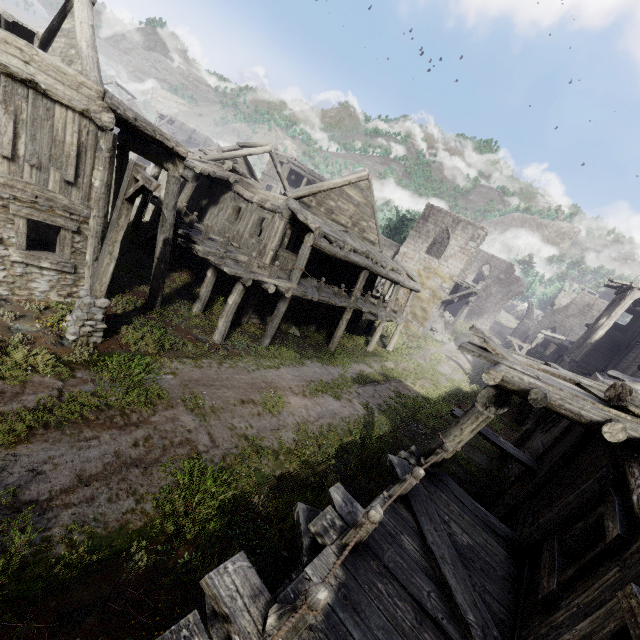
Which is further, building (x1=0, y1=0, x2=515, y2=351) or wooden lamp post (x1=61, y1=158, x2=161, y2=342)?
building (x1=0, y1=0, x2=515, y2=351)

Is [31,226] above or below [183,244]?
below

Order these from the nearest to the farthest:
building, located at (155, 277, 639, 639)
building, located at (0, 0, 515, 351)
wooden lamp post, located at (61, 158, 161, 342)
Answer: building, located at (155, 277, 639, 639), wooden lamp post, located at (61, 158, 161, 342), building, located at (0, 0, 515, 351)

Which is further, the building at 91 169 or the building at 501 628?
the building at 91 169

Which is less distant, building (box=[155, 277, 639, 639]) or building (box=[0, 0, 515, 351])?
building (box=[155, 277, 639, 639])

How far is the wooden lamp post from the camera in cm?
723

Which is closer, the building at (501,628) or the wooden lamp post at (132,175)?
the building at (501,628)
